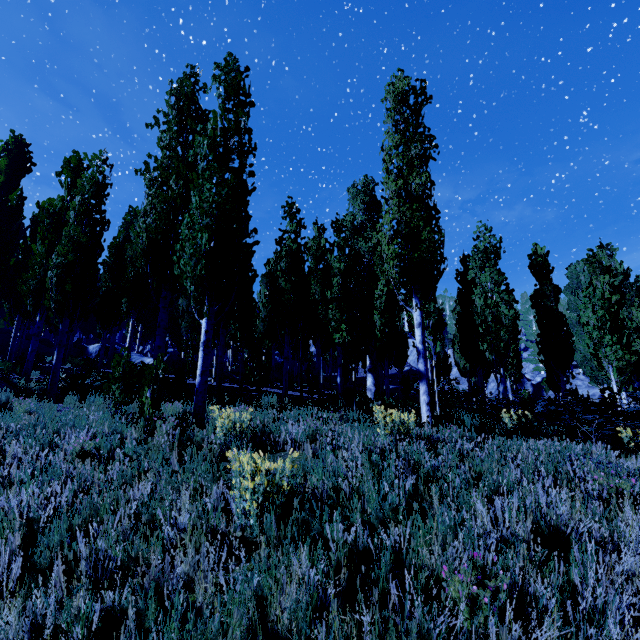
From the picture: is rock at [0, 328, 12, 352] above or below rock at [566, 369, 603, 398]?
above

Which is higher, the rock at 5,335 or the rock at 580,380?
the rock at 5,335

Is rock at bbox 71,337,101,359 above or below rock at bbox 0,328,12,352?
below

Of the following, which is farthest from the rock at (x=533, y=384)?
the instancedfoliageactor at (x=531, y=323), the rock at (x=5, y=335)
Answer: the rock at (x=5, y=335)

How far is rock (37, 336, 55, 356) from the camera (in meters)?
23.30

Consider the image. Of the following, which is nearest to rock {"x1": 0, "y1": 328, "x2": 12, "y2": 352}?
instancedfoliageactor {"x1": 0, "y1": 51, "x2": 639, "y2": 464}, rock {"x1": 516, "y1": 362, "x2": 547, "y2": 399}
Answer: instancedfoliageactor {"x1": 0, "y1": 51, "x2": 639, "y2": 464}

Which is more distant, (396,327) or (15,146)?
(396,327)
